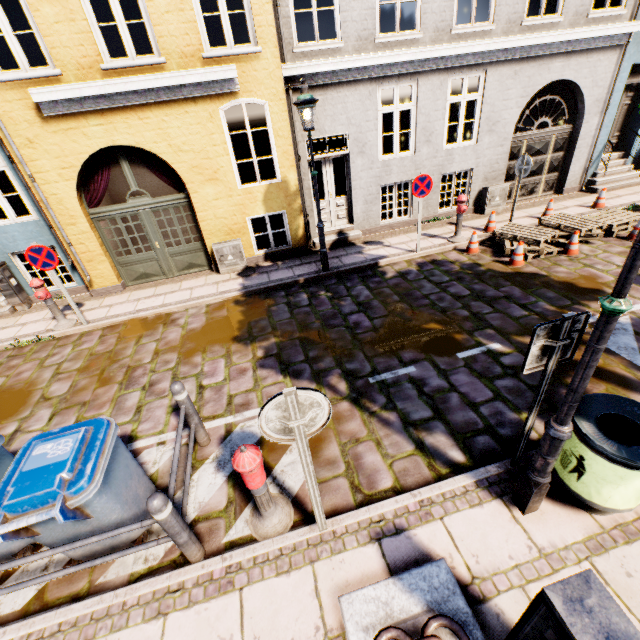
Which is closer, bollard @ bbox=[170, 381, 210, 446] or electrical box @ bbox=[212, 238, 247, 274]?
bollard @ bbox=[170, 381, 210, 446]

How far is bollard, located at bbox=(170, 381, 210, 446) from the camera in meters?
3.8 m

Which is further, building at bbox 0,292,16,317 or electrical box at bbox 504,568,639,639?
building at bbox 0,292,16,317

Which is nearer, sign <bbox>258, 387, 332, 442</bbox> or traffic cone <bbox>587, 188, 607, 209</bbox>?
sign <bbox>258, 387, 332, 442</bbox>

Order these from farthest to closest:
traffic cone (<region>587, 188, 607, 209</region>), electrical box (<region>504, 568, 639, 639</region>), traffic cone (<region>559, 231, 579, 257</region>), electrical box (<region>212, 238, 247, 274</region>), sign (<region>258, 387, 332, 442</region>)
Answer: traffic cone (<region>587, 188, 607, 209</region>)
electrical box (<region>212, 238, 247, 274</region>)
traffic cone (<region>559, 231, 579, 257</region>)
sign (<region>258, 387, 332, 442</region>)
electrical box (<region>504, 568, 639, 639</region>)

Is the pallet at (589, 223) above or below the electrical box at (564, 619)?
below

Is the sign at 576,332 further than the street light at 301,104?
No

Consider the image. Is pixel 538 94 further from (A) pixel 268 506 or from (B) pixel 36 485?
(B) pixel 36 485
